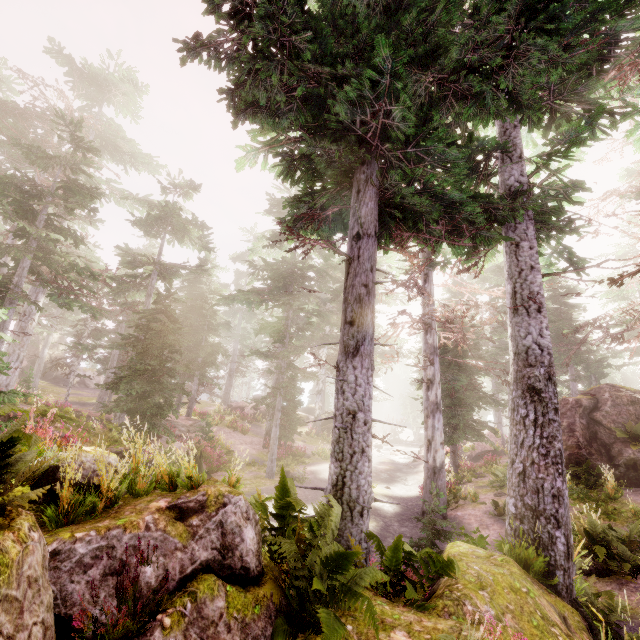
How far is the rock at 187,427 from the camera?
20.2 meters

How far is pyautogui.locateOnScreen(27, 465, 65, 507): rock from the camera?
3.76m

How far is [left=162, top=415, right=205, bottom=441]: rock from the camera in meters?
20.2 m

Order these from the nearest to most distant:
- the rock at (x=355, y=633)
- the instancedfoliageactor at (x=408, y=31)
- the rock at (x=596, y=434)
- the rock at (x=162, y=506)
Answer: the rock at (x=162, y=506) → the rock at (x=355, y=633) → the instancedfoliageactor at (x=408, y=31) → the rock at (x=596, y=434)

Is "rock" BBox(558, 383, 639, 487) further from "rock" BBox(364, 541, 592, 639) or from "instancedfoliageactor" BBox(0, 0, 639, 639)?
"rock" BBox(364, 541, 592, 639)

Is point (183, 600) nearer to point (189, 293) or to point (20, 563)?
point (20, 563)
